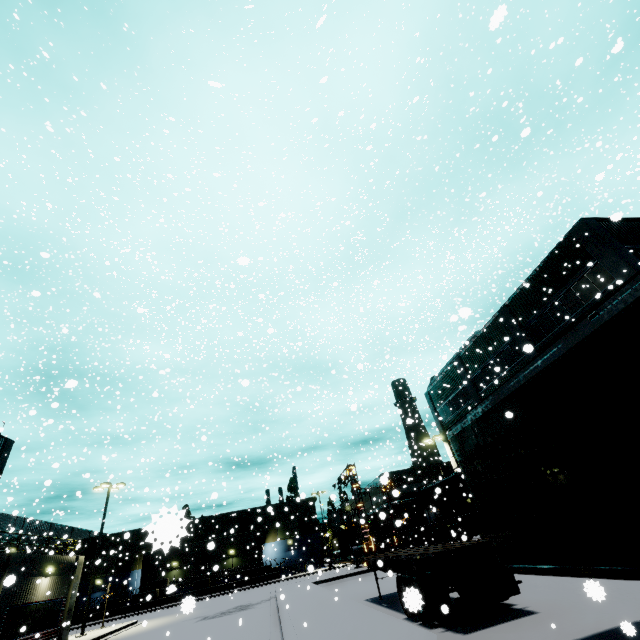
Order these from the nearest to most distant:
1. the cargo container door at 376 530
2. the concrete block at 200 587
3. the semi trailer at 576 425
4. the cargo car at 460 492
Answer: the semi trailer at 576 425 → the cargo car at 460 492 → the concrete block at 200 587 → the cargo container door at 376 530

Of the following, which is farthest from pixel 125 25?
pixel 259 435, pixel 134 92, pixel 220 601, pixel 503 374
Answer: pixel 220 601

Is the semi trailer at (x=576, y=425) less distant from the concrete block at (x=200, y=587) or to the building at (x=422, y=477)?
the building at (x=422, y=477)

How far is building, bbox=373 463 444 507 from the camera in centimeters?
2961cm

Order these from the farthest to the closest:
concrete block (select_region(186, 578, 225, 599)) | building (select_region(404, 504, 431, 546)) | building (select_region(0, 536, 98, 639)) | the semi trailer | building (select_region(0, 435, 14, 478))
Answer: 1. building (select_region(404, 504, 431, 546))
2. concrete block (select_region(186, 578, 225, 599))
3. building (select_region(0, 435, 14, 478))
4. building (select_region(0, 536, 98, 639))
5. the semi trailer

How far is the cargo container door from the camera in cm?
4885

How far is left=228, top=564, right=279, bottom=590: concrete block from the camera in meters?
43.4 m

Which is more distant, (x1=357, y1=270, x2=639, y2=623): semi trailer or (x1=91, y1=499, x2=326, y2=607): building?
(x1=91, y1=499, x2=326, y2=607): building
